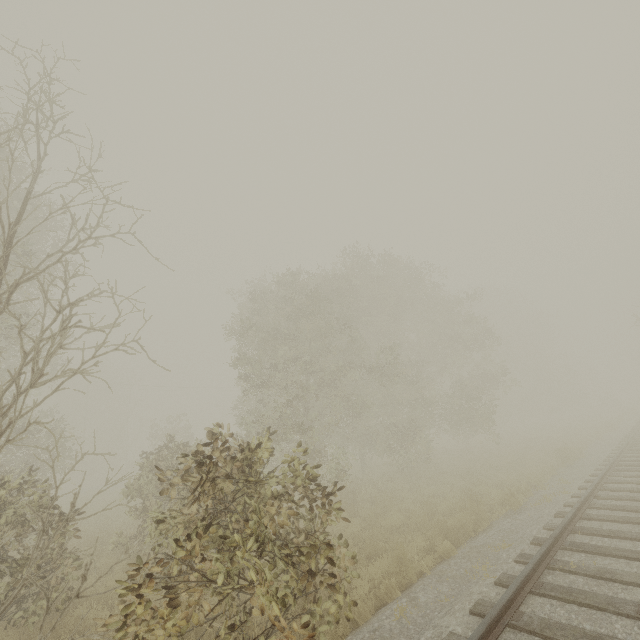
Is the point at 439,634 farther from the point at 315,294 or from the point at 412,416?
the point at 412,416
